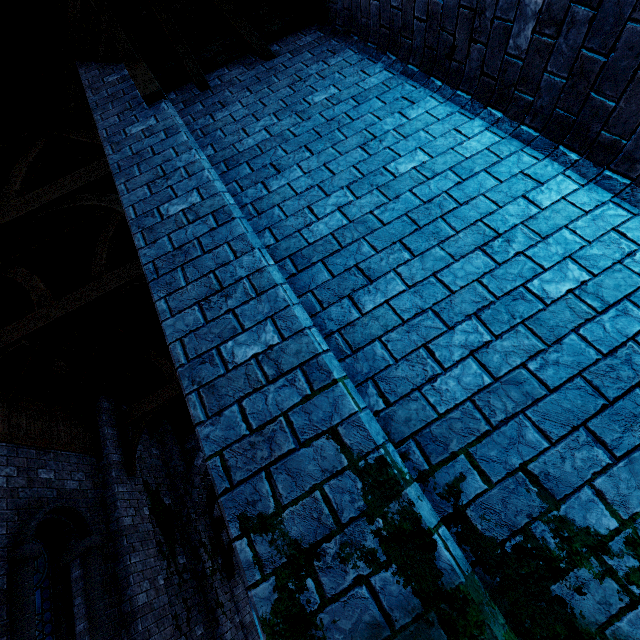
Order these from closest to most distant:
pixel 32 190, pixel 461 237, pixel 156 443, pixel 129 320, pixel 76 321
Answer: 1. pixel 461 237
2. pixel 32 190
3. pixel 76 321
4. pixel 129 320
5. pixel 156 443

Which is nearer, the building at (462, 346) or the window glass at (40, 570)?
the building at (462, 346)

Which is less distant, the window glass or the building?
the building
